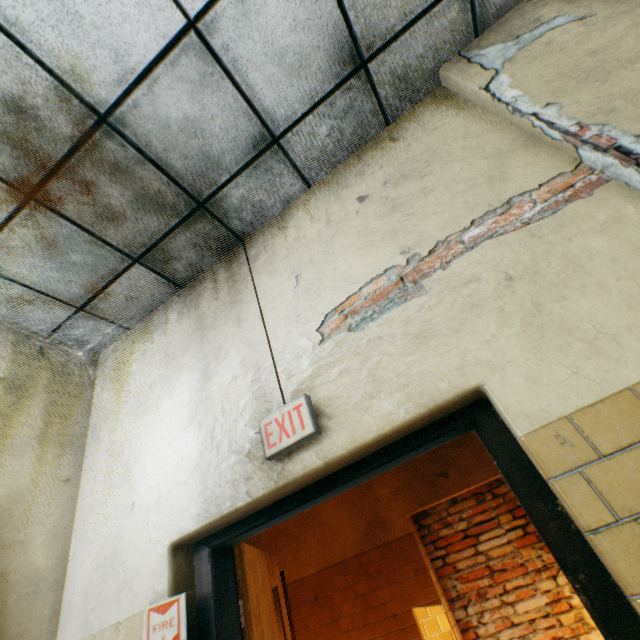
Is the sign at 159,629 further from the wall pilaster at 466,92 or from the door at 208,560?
the wall pilaster at 466,92

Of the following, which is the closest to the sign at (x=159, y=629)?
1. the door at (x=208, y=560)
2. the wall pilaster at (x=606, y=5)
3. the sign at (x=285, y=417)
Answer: the door at (x=208, y=560)

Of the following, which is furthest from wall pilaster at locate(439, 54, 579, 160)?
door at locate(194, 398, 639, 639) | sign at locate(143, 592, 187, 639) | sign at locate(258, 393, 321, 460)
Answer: sign at locate(143, 592, 187, 639)

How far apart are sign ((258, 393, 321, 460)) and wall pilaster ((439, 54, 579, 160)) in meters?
1.6

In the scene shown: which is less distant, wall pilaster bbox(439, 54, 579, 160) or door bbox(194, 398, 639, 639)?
door bbox(194, 398, 639, 639)

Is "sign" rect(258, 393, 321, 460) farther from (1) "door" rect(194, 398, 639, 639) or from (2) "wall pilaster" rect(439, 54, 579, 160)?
(2) "wall pilaster" rect(439, 54, 579, 160)

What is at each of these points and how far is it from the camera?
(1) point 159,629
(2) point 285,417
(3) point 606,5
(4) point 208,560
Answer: (1) sign, 1.4 meters
(2) sign, 1.6 meters
(3) wall pilaster, 1.6 meters
(4) door, 1.7 meters

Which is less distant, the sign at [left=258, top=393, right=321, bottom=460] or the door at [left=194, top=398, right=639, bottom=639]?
the door at [left=194, top=398, right=639, bottom=639]
